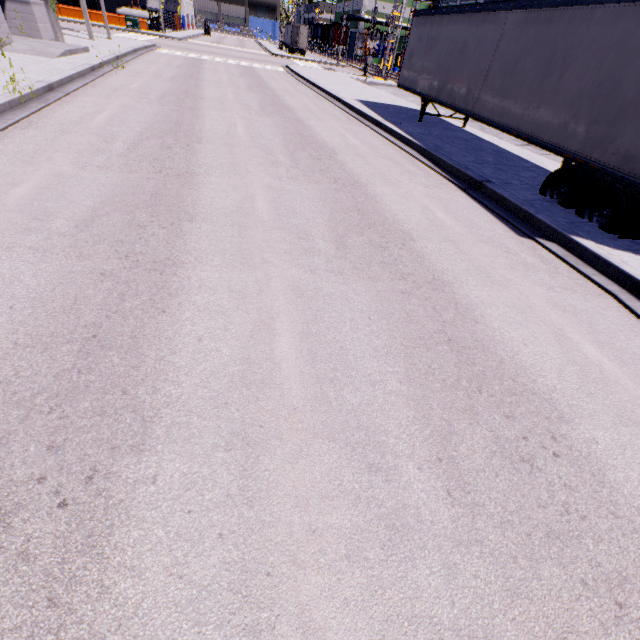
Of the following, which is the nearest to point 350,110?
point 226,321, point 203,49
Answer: point 226,321

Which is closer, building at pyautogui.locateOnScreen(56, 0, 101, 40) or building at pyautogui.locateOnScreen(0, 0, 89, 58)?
building at pyautogui.locateOnScreen(0, 0, 89, 58)

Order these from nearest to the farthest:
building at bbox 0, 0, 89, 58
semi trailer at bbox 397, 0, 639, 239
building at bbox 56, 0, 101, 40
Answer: semi trailer at bbox 397, 0, 639, 239 < building at bbox 0, 0, 89, 58 < building at bbox 56, 0, 101, 40

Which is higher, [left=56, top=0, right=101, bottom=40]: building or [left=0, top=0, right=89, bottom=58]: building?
[left=56, top=0, right=101, bottom=40]: building

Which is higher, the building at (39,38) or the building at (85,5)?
the building at (85,5)

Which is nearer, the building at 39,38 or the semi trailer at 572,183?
the semi trailer at 572,183

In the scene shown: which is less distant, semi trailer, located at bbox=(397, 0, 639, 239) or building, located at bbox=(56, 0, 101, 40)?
semi trailer, located at bbox=(397, 0, 639, 239)
